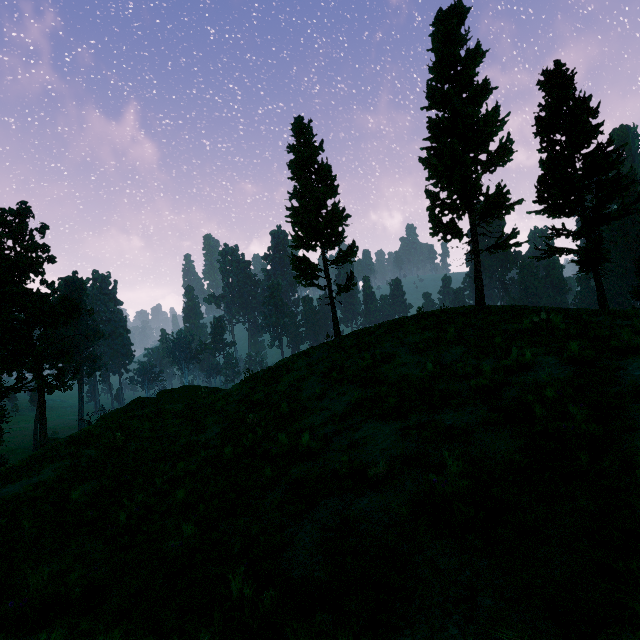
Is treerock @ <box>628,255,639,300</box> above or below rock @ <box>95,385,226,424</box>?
above

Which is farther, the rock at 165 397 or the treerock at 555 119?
the rock at 165 397

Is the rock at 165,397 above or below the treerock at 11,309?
below

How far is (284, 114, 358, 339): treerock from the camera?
21.3m

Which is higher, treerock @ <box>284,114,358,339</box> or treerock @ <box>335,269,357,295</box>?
treerock @ <box>284,114,358,339</box>

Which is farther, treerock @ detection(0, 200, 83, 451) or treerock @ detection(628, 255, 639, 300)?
treerock @ detection(628, 255, 639, 300)

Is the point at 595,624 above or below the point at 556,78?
below
